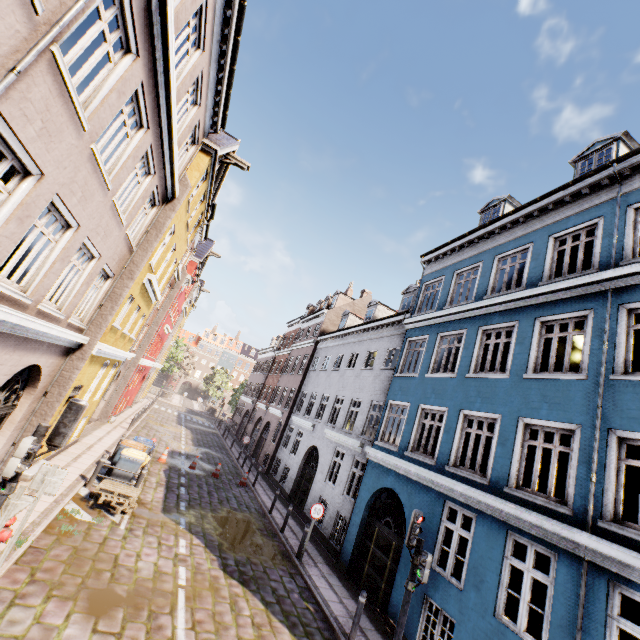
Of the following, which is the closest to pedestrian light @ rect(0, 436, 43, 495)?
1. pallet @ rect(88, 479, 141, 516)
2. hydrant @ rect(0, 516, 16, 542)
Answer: hydrant @ rect(0, 516, 16, 542)

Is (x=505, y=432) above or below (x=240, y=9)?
below

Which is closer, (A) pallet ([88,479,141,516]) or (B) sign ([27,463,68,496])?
(B) sign ([27,463,68,496])

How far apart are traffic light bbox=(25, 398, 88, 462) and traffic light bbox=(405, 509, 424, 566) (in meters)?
6.98

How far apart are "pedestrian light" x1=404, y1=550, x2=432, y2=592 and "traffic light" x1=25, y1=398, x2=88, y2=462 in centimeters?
724cm

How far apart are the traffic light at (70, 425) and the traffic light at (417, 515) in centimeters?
698cm

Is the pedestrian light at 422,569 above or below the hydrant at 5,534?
above

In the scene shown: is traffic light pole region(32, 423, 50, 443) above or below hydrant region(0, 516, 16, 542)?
above
